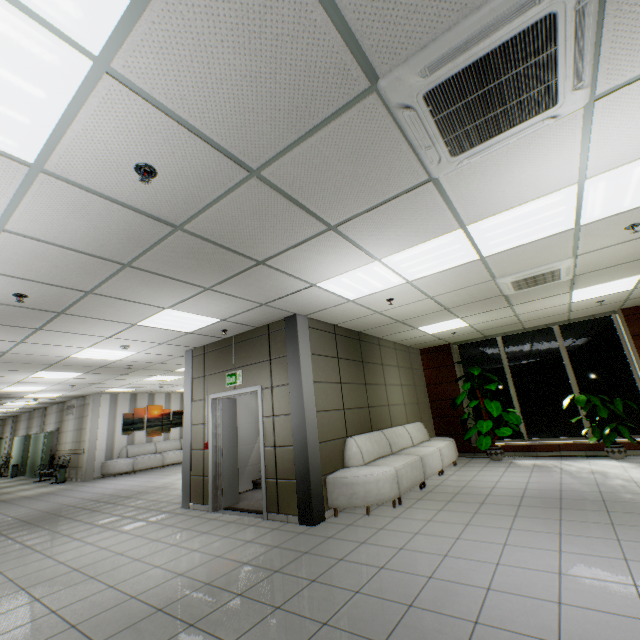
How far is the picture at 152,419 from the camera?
14.6 meters

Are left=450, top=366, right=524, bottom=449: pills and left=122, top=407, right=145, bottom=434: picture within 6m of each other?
no

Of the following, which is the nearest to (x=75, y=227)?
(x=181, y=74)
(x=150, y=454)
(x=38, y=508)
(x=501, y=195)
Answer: (x=181, y=74)

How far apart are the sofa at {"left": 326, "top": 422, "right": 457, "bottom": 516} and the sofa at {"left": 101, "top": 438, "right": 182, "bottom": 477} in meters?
11.2

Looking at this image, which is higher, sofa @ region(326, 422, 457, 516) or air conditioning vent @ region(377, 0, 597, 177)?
air conditioning vent @ region(377, 0, 597, 177)

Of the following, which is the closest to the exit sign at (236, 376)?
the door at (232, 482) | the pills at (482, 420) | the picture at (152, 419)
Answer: the door at (232, 482)

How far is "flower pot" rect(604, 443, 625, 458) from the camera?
6.9m

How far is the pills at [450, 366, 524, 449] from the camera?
7.8m
